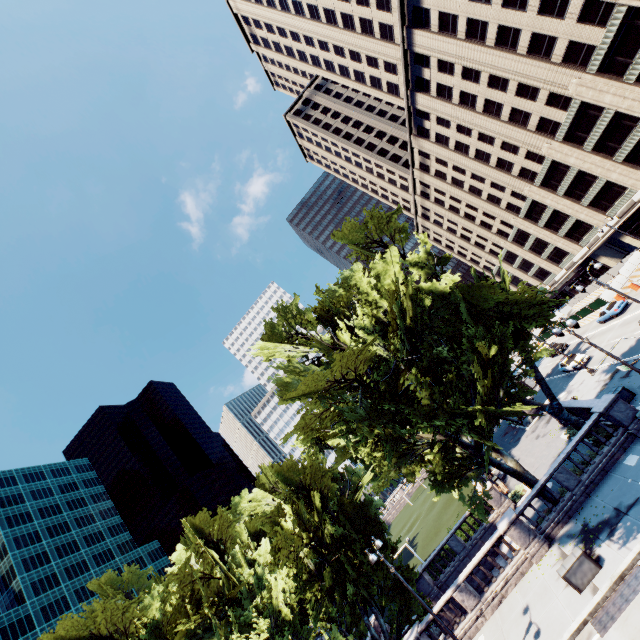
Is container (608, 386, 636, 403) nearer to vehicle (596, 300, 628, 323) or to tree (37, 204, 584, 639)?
tree (37, 204, 584, 639)

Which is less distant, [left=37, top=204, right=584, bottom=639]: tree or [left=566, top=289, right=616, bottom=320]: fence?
[left=37, top=204, right=584, bottom=639]: tree

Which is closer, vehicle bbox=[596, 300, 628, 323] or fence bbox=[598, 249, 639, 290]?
vehicle bbox=[596, 300, 628, 323]

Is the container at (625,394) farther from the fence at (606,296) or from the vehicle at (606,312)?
the fence at (606,296)

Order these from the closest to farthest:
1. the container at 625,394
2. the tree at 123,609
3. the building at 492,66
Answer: the tree at 123,609 < the container at 625,394 < the building at 492,66

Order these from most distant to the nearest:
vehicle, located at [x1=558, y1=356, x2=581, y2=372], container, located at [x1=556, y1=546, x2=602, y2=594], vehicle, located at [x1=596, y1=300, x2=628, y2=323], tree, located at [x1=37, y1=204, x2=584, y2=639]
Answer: vehicle, located at [x1=596, y1=300, x2=628, y2=323]
vehicle, located at [x1=558, y1=356, x2=581, y2=372]
tree, located at [x1=37, y1=204, x2=584, y2=639]
container, located at [x1=556, y1=546, x2=602, y2=594]

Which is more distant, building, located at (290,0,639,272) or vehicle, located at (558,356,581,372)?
vehicle, located at (558,356,581,372)

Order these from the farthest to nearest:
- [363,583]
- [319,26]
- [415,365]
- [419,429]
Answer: [319,26] < [419,429] < [363,583] < [415,365]
